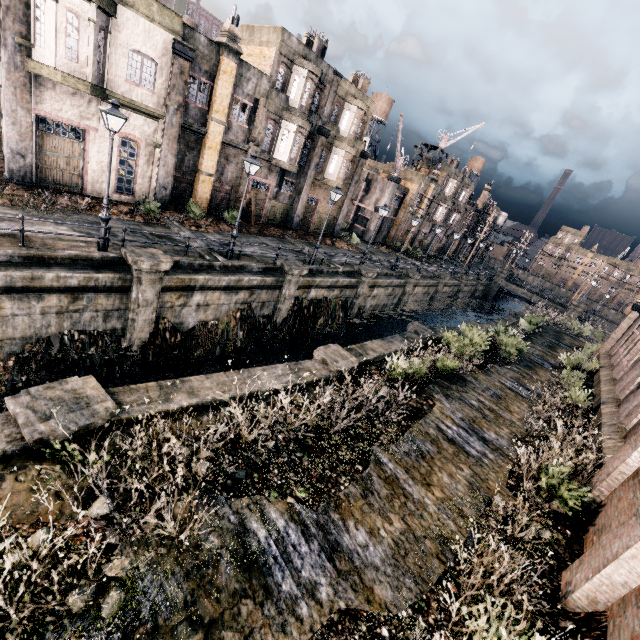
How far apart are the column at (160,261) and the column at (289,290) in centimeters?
722cm

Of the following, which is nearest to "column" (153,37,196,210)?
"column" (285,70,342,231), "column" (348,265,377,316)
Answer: "column" (285,70,342,231)

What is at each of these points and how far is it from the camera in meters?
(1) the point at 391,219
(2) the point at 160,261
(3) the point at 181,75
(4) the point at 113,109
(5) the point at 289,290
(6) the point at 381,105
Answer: (1) building, 47.7
(2) column, 14.0
(3) column, 19.0
(4) street light, 11.8
(5) column, 21.0
(6) water tower, 59.6

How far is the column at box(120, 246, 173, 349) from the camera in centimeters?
1368cm

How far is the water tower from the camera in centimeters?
5909cm

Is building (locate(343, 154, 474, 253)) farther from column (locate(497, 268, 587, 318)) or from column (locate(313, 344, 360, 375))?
column (locate(313, 344, 360, 375))

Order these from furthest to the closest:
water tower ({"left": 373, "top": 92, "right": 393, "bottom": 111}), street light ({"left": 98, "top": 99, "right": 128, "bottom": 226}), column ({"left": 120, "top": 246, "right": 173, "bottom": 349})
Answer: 1. water tower ({"left": 373, "top": 92, "right": 393, "bottom": 111})
2. column ({"left": 120, "top": 246, "right": 173, "bottom": 349})
3. street light ({"left": 98, "top": 99, "right": 128, "bottom": 226})

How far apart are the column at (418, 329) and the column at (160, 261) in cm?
1344
